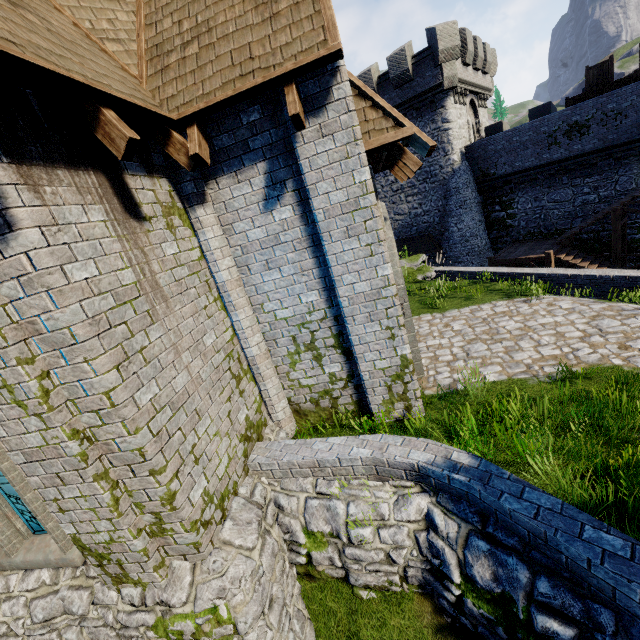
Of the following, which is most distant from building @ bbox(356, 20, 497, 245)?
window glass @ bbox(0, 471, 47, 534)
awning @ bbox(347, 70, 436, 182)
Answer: window glass @ bbox(0, 471, 47, 534)

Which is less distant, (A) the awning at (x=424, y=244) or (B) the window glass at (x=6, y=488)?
(B) the window glass at (x=6, y=488)

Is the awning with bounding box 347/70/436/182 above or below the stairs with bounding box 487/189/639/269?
above

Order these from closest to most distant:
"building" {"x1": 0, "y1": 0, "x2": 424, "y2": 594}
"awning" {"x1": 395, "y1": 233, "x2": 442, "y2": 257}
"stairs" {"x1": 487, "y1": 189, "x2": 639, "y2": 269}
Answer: "building" {"x1": 0, "y1": 0, "x2": 424, "y2": 594} < "stairs" {"x1": 487, "y1": 189, "x2": 639, "y2": 269} < "awning" {"x1": 395, "y1": 233, "x2": 442, "y2": 257}

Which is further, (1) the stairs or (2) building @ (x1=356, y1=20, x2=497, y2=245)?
(2) building @ (x1=356, y1=20, x2=497, y2=245)

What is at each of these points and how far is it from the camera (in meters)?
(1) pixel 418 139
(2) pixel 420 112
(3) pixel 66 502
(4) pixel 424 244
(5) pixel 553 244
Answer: (1) awning, 4.68
(2) building, 21.62
(3) building, 3.75
(4) awning, 24.80
(5) stairs, 18.86

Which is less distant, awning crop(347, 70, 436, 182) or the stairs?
awning crop(347, 70, 436, 182)

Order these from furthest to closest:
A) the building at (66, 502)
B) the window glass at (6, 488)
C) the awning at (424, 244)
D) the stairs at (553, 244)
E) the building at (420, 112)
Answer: the awning at (424, 244)
the building at (420, 112)
the stairs at (553, 244)
the window glass at (6, 488)
the building at (66, 502)
